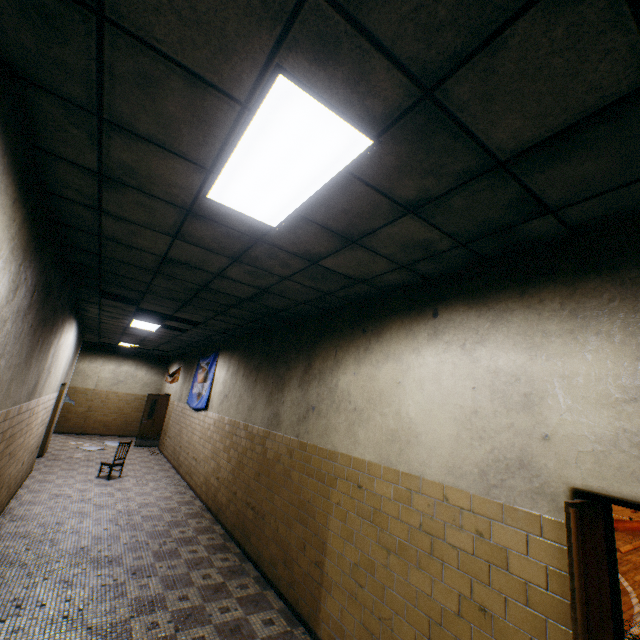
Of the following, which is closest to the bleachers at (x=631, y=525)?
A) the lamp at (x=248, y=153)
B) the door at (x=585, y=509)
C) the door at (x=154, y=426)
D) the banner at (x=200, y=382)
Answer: the door at (x=585, y=509)

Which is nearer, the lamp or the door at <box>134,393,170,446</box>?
the lamp

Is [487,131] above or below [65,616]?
above

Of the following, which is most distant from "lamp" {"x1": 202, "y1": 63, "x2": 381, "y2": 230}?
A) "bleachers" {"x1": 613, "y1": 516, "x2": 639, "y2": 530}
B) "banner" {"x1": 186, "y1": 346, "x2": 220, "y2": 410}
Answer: "bleachers" {"x1": 613, "y1": 516, "x2": 639, "y2": 530}

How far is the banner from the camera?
9.30m

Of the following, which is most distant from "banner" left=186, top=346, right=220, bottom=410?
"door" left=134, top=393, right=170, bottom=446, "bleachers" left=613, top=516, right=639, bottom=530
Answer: "bleachers" left=613, top=516, right=639, bottom=530

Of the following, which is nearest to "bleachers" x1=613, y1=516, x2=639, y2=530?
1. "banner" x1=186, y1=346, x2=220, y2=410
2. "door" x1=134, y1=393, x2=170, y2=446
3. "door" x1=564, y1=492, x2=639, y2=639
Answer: "door" x1=564, y1=492, x2=639, y2=639
